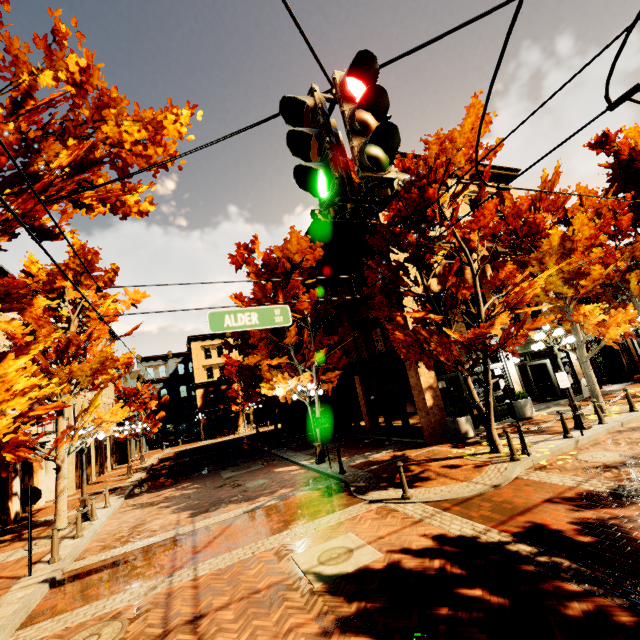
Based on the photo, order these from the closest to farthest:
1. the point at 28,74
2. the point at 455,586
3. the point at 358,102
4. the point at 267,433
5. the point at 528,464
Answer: the point at 358,102
the point at 455,586
the point at 28,74
the point at 528,464
the point at 267,433

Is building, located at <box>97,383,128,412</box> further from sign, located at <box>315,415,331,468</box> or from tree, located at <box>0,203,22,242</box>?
sign, located at <box>315,415,331,468</box>

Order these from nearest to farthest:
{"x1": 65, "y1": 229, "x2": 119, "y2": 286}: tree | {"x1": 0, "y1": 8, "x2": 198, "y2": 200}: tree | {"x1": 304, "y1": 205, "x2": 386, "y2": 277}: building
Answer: {"x1": 0, "y1": 8, "x2": 198, "y2": 200}: tree, {"x1": 65, "y1": 229, "x2": 119, "y2": 286}: tree, {"x1": 304, "y1": 205, "x2": 386, "y2": 277}: building

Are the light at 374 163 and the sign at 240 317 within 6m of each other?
yes

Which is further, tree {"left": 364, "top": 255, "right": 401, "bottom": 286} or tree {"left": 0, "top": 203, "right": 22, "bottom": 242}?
tree {"left": 364, "top": 255, "right": 401, "bottom": 286}

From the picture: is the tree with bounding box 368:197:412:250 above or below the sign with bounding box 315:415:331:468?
above

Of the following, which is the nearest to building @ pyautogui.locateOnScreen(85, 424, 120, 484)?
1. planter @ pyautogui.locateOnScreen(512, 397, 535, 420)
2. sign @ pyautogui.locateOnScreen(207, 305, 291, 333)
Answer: sign @ pyautogui.locateOnScreen(207, 305, 291, 333)

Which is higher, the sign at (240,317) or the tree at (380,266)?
the tree at (380,266)
